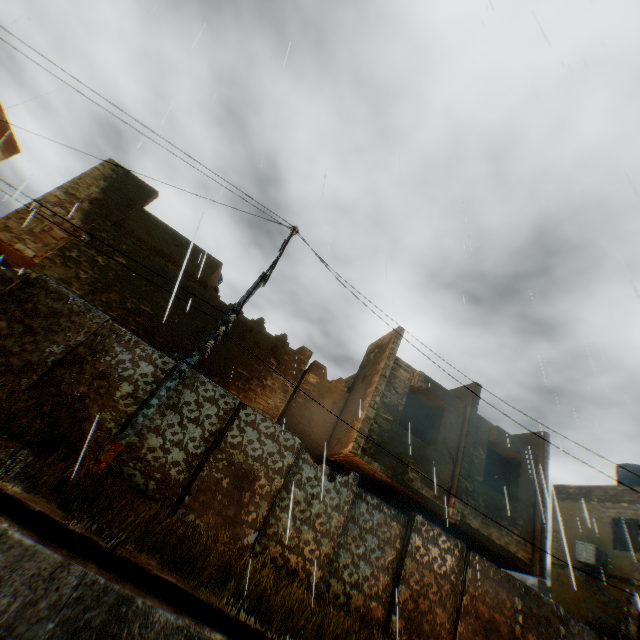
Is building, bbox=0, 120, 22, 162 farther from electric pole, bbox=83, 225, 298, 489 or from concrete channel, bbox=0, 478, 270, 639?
electric pole, bbox=83, 225, 298, 489

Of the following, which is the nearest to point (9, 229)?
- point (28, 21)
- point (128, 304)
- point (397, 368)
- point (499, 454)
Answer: point (128, 304)

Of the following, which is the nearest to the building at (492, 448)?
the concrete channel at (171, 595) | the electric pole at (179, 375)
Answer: the concrete channel at (171, 595)

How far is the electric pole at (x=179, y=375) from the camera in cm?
574

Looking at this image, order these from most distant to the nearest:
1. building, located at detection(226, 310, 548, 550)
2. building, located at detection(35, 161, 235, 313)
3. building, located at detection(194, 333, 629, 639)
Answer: building, located at detection(35, 161, 235, 313), building, located at detection(226, 310, 548, 550), building, located at detection(194, 333, 629, 639)

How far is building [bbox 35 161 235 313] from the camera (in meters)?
10.99

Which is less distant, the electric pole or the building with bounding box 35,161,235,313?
the electric pole
